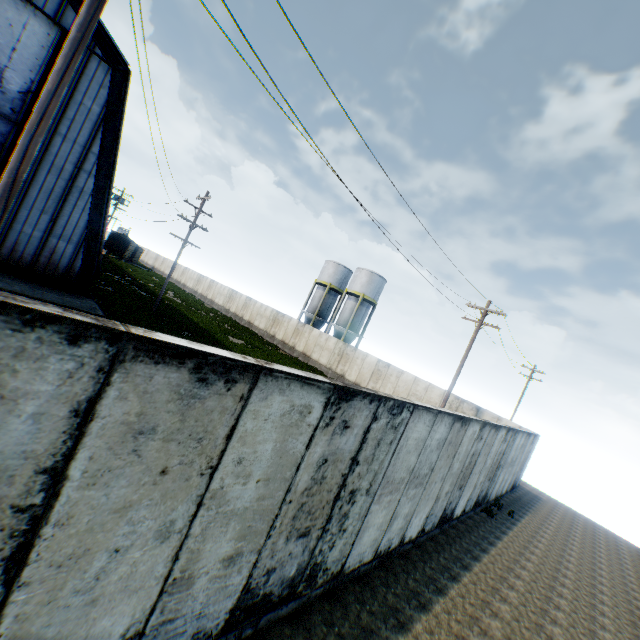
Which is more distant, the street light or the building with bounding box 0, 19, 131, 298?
the building with bounding box 0, 19, 131, 298

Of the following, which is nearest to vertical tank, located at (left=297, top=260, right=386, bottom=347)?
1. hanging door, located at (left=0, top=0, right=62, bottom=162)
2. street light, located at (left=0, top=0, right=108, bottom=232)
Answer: hanging door, located at (left=0, top=0, right=62, bottom=162)

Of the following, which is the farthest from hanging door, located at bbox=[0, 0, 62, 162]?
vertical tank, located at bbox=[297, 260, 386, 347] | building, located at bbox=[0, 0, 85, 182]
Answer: vertical tank, located at bbox=[297, 260, 386, 347]

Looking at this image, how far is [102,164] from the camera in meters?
15.6 m

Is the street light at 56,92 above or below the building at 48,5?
below

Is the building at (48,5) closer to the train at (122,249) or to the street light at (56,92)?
the train at (122,249)

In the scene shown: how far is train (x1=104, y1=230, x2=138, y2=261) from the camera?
52.9 meters

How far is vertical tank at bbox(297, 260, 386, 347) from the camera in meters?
38.2 m
